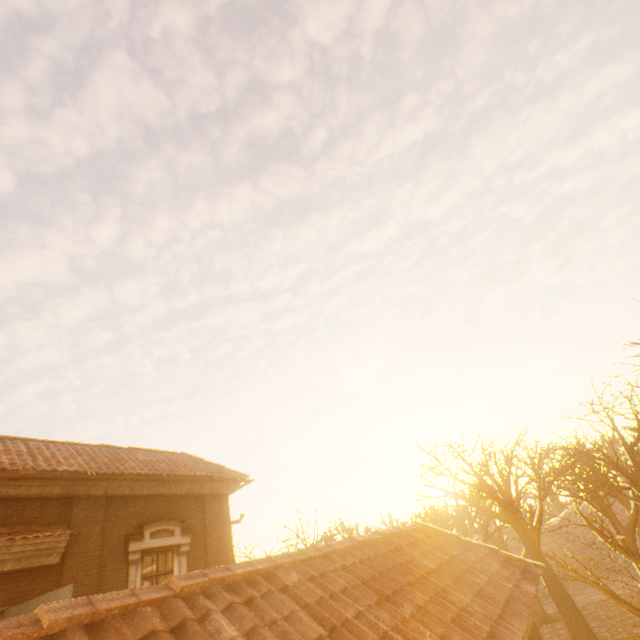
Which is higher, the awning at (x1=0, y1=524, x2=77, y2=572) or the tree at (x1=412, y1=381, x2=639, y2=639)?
the awning at (x1=0, y1=524, x2=77, y2=572)

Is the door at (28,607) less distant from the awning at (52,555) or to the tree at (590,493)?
the awning at (52,555)

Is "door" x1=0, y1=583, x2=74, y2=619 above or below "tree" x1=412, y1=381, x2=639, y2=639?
above

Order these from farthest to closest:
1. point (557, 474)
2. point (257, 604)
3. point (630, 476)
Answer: point (557, 474)
point (630, 476)
point (257, 604)

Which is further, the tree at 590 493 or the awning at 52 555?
the tree at 590 493

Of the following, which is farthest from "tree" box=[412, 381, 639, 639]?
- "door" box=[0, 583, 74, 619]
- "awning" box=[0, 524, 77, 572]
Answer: "awning" box=[0, 524, 77, 572]

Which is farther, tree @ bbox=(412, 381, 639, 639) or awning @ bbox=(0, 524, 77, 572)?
tree @ bbox=(412, 381, 639, 639)

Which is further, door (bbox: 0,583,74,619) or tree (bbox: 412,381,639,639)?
tree (bbox: 412,381,639,639)
